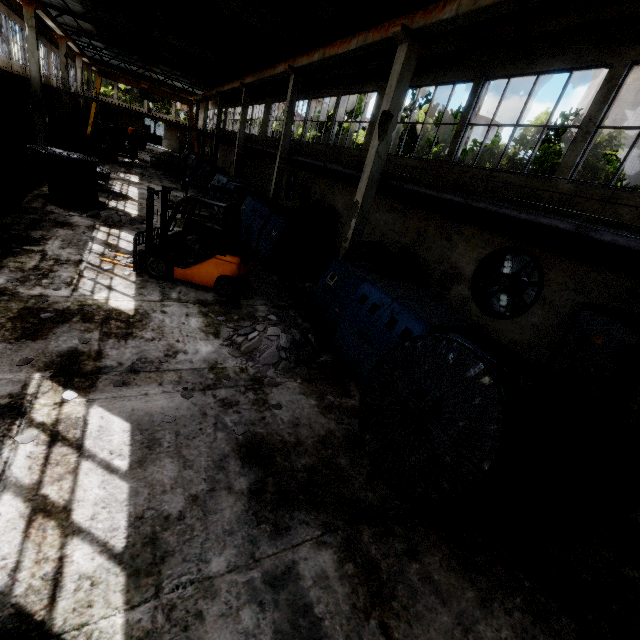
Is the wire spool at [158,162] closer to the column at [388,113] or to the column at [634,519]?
the column at [388,113]

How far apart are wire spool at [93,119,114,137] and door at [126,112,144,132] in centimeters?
1361cm

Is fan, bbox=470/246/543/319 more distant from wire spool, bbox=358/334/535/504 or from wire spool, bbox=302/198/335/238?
wire spool, bbox=302/198/335/238

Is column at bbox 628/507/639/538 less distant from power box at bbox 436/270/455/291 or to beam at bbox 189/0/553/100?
beam at bbox 189/0/553/100

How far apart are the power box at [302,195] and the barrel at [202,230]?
9.2 meters

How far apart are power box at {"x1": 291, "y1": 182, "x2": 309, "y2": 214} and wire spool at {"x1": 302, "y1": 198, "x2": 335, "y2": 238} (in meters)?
2.05

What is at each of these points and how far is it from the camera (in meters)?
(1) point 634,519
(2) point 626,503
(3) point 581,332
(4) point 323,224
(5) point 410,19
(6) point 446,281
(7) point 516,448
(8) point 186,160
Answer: (1) column, 4.90
(2) concrete debris, 5.31
(3) power box, 7.58
(4) wire spool, 18.42
(5) beam, 9.16
(6) power box, 11.46
(7) wire spool, 3.95
(8) cable machine, 33.91

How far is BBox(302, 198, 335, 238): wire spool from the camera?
17.7m
